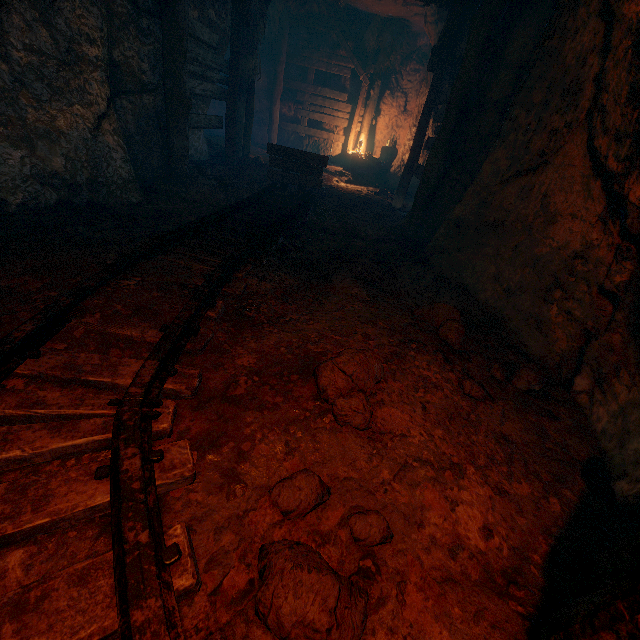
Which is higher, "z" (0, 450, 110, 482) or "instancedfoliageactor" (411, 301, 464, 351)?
"instancedfoliageactor" (411, 301, 464, 351)

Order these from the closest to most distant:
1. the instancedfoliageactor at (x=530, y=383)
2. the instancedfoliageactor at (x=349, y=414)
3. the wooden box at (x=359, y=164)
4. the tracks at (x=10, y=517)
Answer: the tracks at (x=10, y=517)
the instancedfoliageactor at (x=349, y=414)
the instancedfoliageactor at (x=530, y=383)
the wooden box at (x=359, y=164)

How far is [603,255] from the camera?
2.4m

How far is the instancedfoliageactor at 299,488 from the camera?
1.4 meters

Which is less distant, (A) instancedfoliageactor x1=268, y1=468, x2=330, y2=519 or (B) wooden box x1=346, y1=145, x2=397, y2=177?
(A) instancedfoliageactor x1=268, y1=468, x2=330, y2=519

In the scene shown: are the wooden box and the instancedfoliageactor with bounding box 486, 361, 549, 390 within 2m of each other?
no

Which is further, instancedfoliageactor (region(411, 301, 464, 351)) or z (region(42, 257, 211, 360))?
instancedfoliageactor (region(411, 301, 464, 351))

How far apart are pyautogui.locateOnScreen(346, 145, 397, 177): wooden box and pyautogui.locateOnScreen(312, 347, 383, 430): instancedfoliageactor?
10.62m
